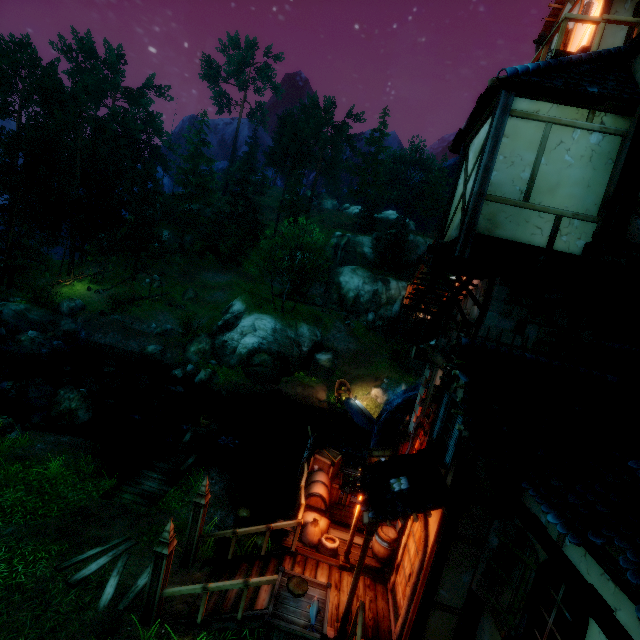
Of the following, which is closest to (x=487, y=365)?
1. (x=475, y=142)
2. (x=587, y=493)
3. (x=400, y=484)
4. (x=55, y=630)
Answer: (x=587, y=493)

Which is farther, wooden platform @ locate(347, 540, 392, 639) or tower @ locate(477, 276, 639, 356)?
tower @ locate(477, 276, 639, 356)

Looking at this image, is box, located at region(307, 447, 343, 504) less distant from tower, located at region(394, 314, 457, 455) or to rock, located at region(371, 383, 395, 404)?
tower, located at region(394, 314, 457, 455)

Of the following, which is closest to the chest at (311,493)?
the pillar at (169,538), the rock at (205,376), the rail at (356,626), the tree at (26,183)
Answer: the rail at (356,626)

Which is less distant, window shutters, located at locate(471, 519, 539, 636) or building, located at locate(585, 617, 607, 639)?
building, located at locate(585, 617, 607, 639)

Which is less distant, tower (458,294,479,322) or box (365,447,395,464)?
tower (458,294,479,322)

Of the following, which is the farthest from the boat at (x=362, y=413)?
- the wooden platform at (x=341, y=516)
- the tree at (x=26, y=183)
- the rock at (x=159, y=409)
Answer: the rock at (x=159, y=409)

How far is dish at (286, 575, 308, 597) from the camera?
5.82m
